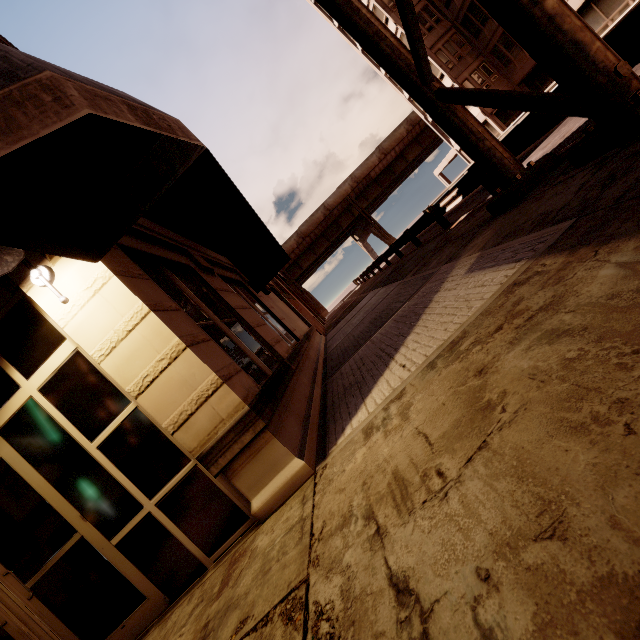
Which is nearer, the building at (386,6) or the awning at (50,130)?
the awning at (50,130)

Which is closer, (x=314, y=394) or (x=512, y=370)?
(x=512, y=370)

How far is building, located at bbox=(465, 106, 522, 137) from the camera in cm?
3000

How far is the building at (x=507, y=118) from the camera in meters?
30.0 m

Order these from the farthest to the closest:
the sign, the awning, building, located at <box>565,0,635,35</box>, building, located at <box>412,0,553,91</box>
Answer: building, located at <box>412,0,553,91</box>
building, located at <box>565,0,635,35</box>
the sign
the awning

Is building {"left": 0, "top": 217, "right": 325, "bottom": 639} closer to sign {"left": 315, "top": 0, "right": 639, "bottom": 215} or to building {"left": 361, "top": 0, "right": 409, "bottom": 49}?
sign {"left": 315, "top": 0, "right": 639, "bottom": 215}

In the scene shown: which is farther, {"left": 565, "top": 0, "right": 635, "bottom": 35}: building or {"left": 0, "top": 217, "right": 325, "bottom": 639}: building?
{"left": 565, "top": 0, "right": 635, "bottom": 35}: building

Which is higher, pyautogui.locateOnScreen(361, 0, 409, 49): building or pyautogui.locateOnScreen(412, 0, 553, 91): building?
pyautogui.locateOnScreen(361, 0, 409, 49): building
